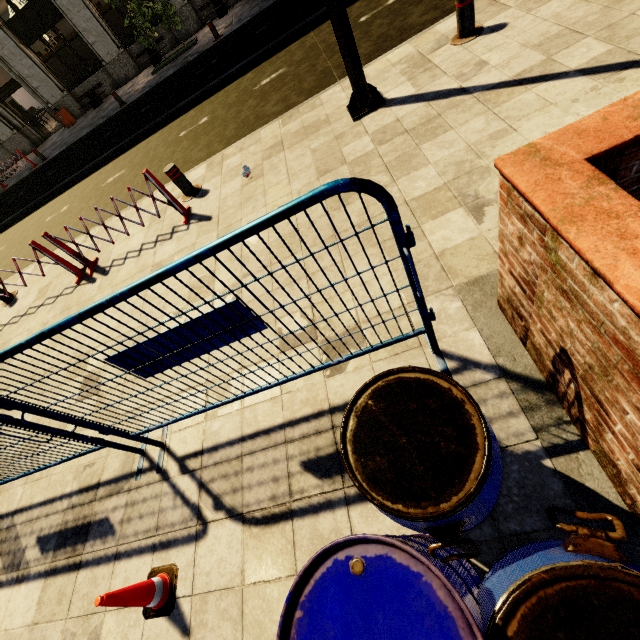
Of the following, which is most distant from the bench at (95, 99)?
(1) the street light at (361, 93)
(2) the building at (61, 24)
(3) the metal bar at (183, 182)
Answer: (1) the street light at (361, 93)

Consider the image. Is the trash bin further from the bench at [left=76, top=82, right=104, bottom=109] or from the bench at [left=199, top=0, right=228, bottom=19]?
the bench at [left=199, top=0, right=228, bottom=19]

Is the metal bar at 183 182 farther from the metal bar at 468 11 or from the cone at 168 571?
the cone at 168 571

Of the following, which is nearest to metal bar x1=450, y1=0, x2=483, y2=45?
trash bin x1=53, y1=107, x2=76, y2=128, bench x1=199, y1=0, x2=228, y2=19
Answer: bench x1=199, y1=0, x2=228, y2=19

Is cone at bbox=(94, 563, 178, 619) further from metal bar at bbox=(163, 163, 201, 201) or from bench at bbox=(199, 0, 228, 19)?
bench at bbox=(199, 0, 228, 19)

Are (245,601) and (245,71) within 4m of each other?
no

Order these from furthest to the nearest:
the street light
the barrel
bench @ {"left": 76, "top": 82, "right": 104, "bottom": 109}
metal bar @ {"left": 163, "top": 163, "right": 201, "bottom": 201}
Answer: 1. bench @ {"left": 76, "top": 82, "right": 104, "bottom": 109}
2. metal bar @ {"left": 163, "top": 163, "right": 201, "bottom": 201}
3. the street light
4. the barrel

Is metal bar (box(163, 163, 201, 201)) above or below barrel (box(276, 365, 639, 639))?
below
